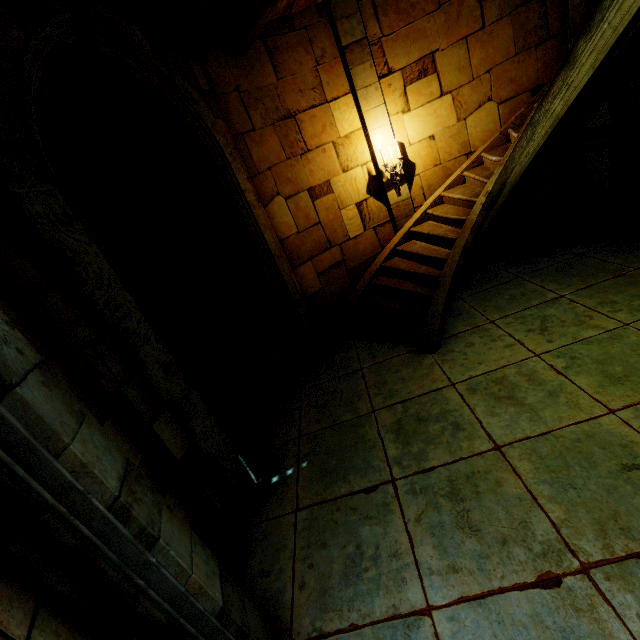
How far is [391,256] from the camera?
7.05m

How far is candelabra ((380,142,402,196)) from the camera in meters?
6.4

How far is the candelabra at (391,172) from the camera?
6.42m
